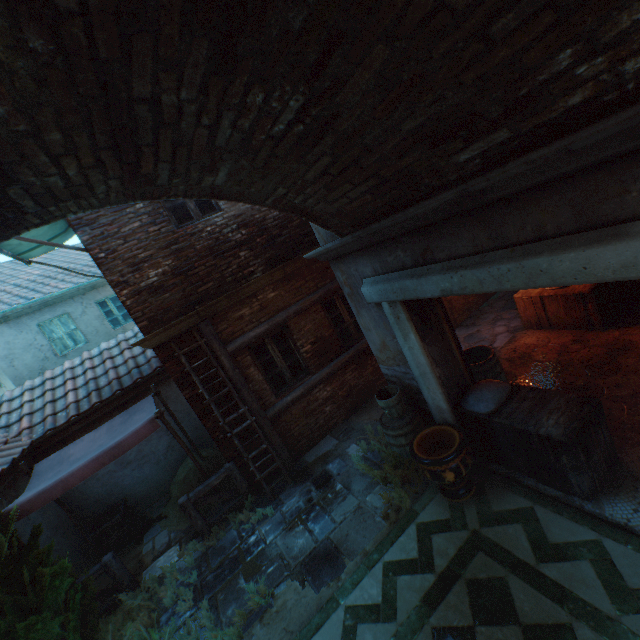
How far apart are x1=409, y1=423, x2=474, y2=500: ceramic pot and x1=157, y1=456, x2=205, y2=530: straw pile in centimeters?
458cm

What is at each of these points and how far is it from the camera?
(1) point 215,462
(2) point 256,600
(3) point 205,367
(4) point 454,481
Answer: (1) straw pile, 7.9 meters
(2) plants, 4.5 meters
(3) building, 6.3 meters
(4) ceramic pot, 4.5 meters

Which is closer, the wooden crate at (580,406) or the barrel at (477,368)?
the wooden crate at (580,406)

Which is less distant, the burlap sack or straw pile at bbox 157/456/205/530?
the burlap sack

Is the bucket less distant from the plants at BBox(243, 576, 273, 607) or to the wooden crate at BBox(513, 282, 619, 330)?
the plants at BBox(243, 576, 273, 607)

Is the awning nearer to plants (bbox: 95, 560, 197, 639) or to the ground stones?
plants (bbox: 95, 560, 197, 639)

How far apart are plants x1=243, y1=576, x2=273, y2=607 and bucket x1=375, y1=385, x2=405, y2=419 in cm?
303

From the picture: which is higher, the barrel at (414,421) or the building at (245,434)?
the building at (245,434)
